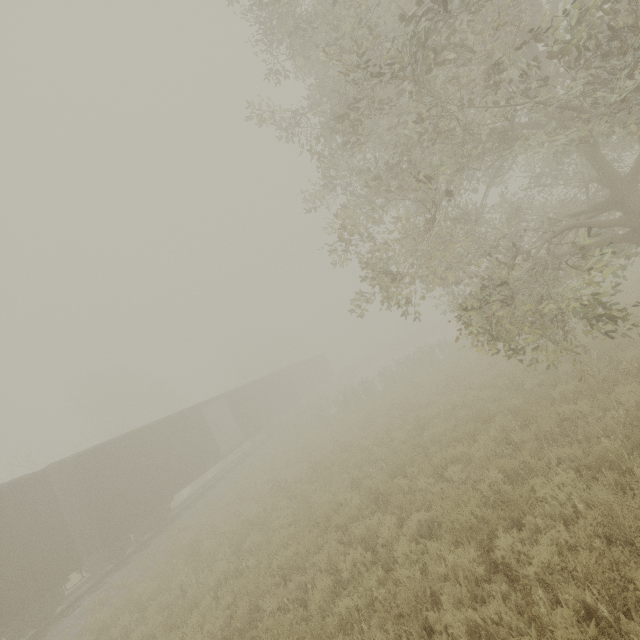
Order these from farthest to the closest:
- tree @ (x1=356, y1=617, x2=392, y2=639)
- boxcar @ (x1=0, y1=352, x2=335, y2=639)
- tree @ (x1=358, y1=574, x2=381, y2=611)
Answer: boxcar @ (x1=0, y1=352, x2=335, y2=639), tree @ (x1=358, y1=574, x2=381, y2=611), tree @ (x1=356, y1=617, x2=392, y2=639)

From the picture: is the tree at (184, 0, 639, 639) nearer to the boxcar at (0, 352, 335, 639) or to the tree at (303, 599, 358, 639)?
the tree at (303, 599, 358, 639)

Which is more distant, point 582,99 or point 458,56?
point 582,99

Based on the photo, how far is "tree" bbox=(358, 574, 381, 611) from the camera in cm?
509

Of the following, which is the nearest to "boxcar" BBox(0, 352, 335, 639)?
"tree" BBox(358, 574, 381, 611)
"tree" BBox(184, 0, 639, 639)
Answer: "tree" BBox(358, 574, 381, 611)

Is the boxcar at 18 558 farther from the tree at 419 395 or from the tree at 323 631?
the tree at 419 395
